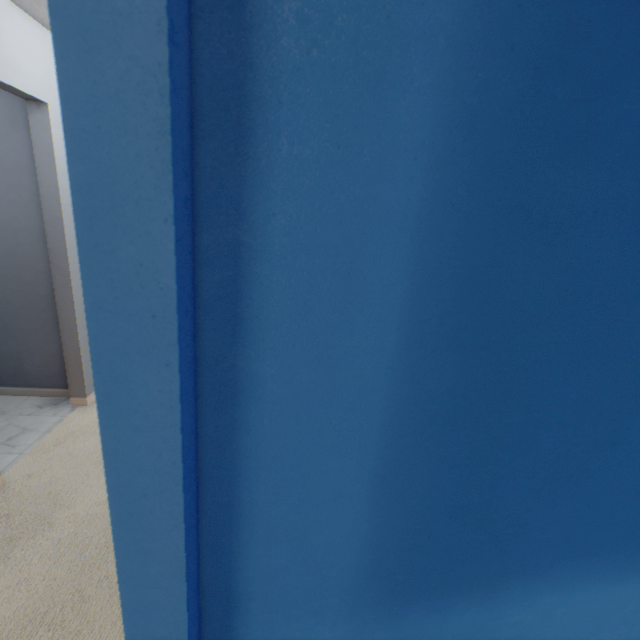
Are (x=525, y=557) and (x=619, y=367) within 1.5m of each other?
yes
